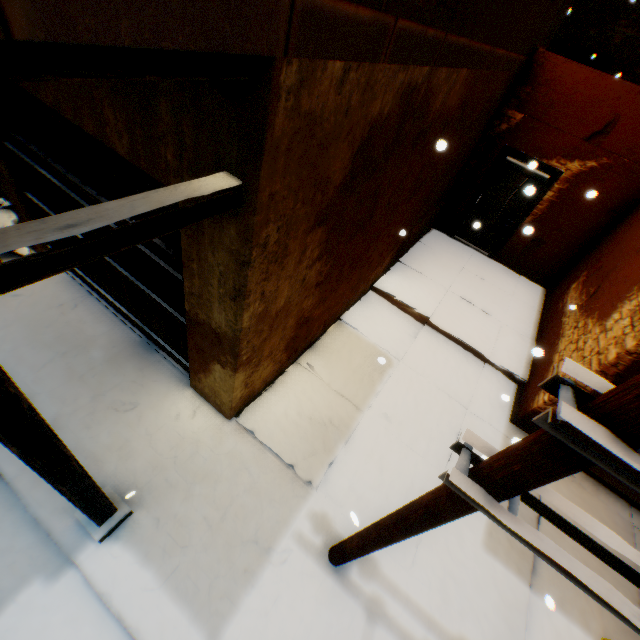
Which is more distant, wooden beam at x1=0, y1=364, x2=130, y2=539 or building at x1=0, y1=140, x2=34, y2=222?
building at x1=0, y1=140, x2=34, y2=222

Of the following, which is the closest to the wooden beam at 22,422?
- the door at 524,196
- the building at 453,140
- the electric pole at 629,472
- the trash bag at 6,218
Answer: the building at 453,140

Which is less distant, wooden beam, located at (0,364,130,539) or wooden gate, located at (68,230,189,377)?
wooden beam, located at (0,364,130,539)

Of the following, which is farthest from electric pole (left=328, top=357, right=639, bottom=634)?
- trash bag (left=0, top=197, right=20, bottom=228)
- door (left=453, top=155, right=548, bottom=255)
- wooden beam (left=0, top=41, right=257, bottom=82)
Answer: door (left=453, top=155, right=548, bottom=255)

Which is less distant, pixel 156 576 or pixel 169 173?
pixel 169 173

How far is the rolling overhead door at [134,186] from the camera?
3.3 meters

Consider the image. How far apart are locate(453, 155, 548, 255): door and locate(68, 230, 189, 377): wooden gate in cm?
798

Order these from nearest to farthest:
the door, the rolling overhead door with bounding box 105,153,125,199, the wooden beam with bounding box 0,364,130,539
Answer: the wooden beam with bounding box 0,364,130,539
the rolling overhead door with bounding box 105,153,125,199
the door
